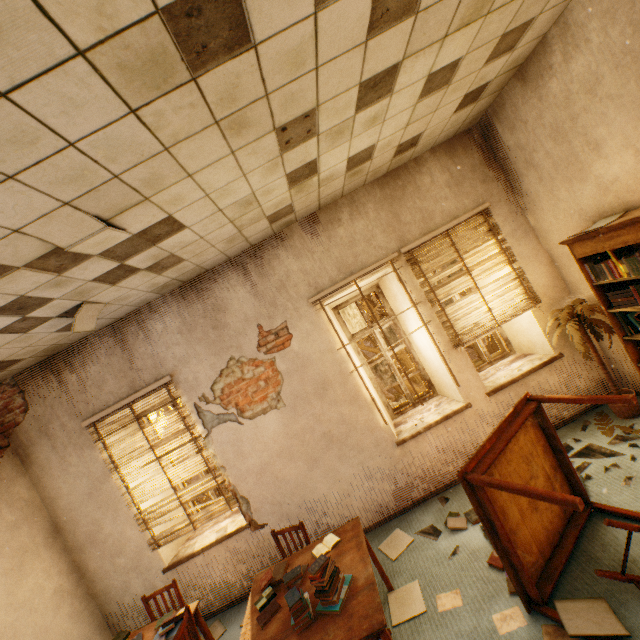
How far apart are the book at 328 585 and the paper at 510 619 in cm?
114

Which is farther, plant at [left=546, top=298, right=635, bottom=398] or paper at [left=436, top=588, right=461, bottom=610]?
plant at [left=546, top=298, right=635, bottom=398]

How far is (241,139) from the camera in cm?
213

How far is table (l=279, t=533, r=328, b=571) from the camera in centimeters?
303cm

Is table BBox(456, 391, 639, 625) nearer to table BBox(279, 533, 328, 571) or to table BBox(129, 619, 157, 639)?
table BBox(279, 533, 328, 571)

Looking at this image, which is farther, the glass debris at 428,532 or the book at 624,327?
the glass debris at 428,532

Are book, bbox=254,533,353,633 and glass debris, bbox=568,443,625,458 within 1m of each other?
no

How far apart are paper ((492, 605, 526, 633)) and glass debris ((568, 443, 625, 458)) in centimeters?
128cm
